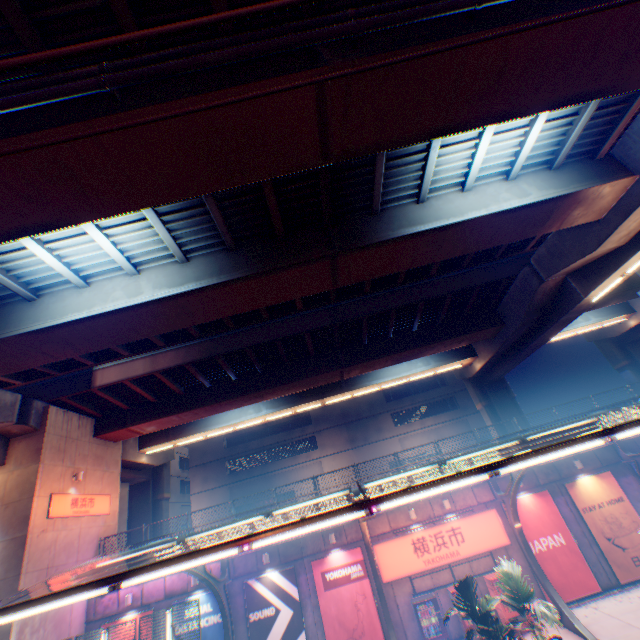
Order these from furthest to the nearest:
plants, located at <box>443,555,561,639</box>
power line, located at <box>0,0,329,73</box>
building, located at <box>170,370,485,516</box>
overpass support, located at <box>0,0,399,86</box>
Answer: building, located at <box>170,370,485,516</box>, plants, located at <box>443,555,561,639</box>, overpass support, located at <box>0,0,399,86</box>, power line, located at <box>0,0,329,73</box>

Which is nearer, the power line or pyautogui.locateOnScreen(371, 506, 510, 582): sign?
the power line

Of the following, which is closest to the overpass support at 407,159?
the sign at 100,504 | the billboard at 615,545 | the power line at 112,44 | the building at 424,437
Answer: the sign at 100,504

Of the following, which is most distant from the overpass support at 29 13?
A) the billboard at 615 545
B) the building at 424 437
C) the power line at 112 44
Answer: the building at 424 437

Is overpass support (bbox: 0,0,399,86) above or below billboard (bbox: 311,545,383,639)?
above

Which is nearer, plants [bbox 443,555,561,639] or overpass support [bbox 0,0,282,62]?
overpass support [bbox 0,0,282,62]

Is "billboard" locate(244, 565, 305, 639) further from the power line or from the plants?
the power line

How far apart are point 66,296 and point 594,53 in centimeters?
1638cm
